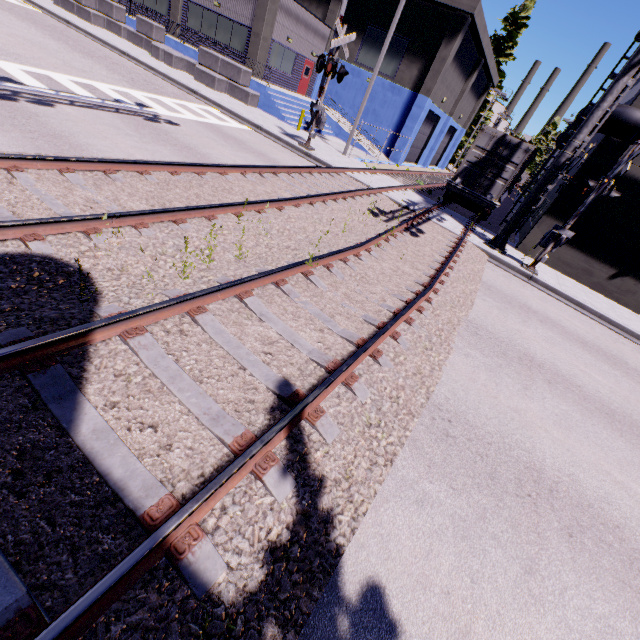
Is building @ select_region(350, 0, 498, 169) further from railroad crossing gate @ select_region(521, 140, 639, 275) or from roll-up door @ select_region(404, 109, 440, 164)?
railroad crossing gate @ select_region(521, 140, 639, 275)

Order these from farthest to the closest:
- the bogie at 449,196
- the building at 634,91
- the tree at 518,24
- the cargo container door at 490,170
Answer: the tree at 518,24, the bogie at 449,196, the cargo container door at 490,170, the building at 634,91

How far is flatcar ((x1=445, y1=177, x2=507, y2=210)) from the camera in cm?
1569

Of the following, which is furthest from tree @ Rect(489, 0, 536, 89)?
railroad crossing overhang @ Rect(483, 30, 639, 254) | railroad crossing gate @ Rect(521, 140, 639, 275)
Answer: railroad crossing gate @ Rect(521, 140, 639, 275)

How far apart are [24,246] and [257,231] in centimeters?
400cm

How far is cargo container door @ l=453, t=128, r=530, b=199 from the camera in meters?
14.9 m

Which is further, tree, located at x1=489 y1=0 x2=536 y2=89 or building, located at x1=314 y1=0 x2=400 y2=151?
tree, located at x1=489 y1=0 x2=536 y2=89

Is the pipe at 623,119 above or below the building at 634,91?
below
